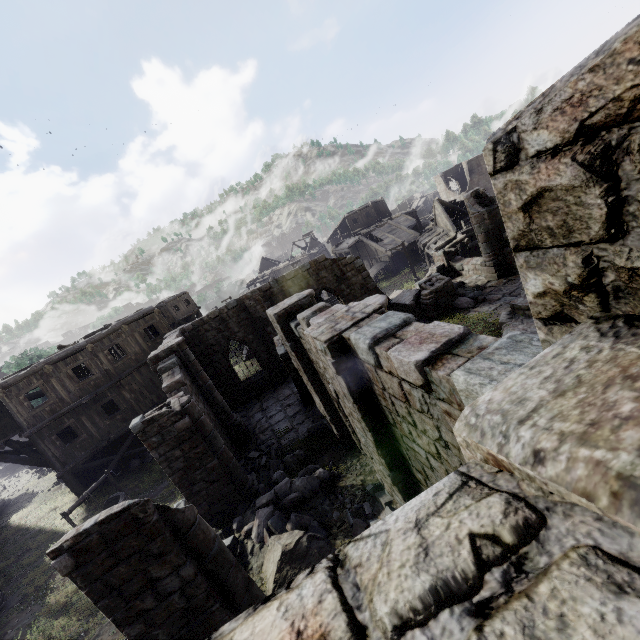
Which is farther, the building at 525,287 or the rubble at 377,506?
the rubble at 377,506

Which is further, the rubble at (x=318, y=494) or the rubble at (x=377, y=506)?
the rubble at (x=318, y=494)

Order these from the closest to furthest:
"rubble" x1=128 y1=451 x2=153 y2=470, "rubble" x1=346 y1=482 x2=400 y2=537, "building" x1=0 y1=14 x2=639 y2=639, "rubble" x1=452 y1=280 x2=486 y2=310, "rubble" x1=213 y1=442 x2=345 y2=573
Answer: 1. "building" x1=0 y1=14 x2=639 y2=639
2. "rubble" x1=346 y1=482 x2=400 y2=537
3. "rubble" x1=213 y1=442 x2=345 y2=573
4. "rubble" x1=452 y1=280 x2=486 y2=310
5. "rubble" x1=128 y1=451 x2=153 y2=470

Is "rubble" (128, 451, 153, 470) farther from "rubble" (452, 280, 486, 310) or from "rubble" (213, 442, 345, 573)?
"rubble" (452, 280, 486, 310)

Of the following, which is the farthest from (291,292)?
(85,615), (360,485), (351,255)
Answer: (85,615)

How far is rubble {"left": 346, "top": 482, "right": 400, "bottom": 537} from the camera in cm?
735

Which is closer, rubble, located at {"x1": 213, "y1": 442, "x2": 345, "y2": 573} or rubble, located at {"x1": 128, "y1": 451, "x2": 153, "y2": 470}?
rubble, located at {"x1": 213, "y1": 442, "x2": 345, "y2": 573}

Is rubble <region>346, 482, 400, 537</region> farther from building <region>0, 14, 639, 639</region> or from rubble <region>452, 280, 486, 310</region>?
rubble <region>452, 280, 486, 310</region>
